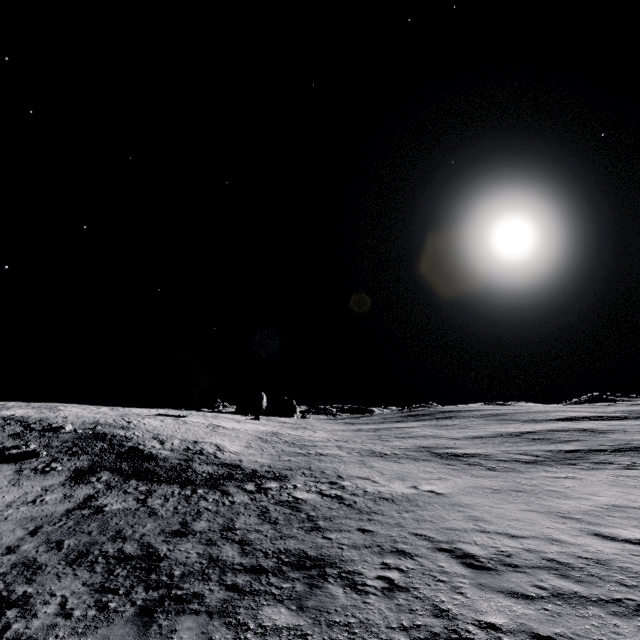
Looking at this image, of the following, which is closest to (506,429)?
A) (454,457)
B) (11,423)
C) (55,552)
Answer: (454,457)
